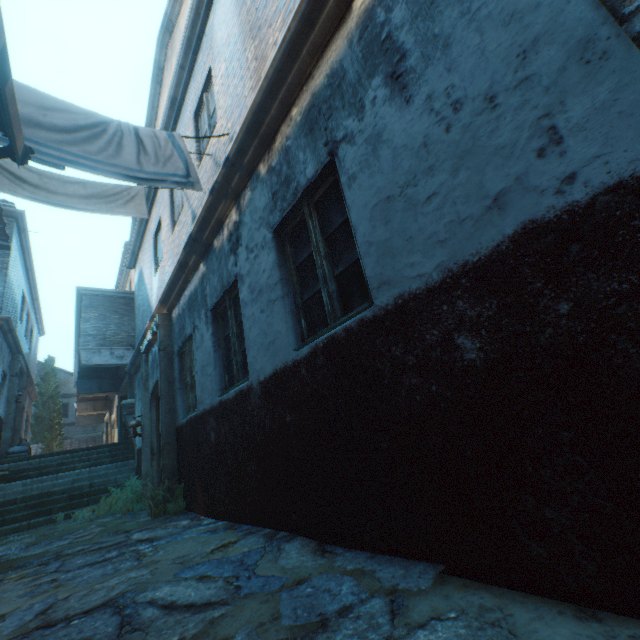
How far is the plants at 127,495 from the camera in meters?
5.3 m

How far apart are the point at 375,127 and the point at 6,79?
2.1m

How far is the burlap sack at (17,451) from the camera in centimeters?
1041cm

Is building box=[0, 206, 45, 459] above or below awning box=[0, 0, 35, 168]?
above

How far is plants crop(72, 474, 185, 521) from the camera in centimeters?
529cm

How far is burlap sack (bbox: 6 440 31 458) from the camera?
10.4m

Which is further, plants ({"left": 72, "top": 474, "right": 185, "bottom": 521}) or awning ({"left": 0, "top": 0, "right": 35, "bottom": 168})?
plants ({"left": 72, "top": 474, "right": 185, "bottom": 521})

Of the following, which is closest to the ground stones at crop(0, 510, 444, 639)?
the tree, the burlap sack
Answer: the burlap sack
